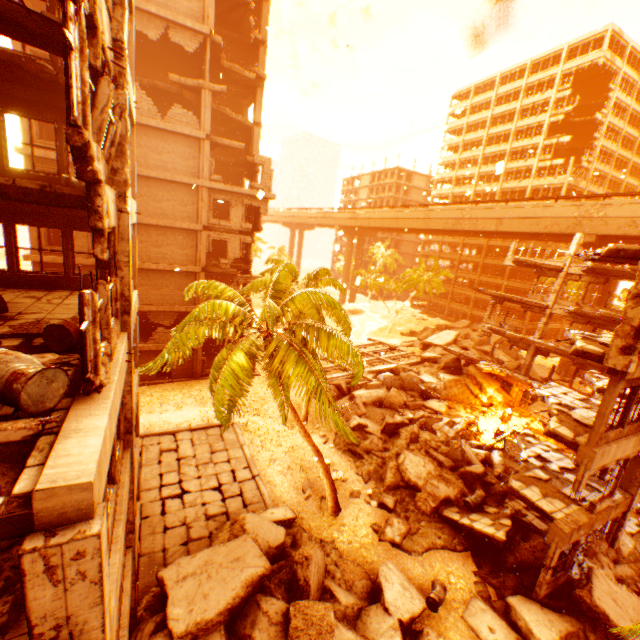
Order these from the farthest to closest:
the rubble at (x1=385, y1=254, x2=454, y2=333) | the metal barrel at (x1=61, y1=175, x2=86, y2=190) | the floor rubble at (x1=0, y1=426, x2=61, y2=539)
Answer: the rubble at (x1=385, y1=254, x2=454, y2=333) < the metal barrel at (x1=61, y1=175, x2=86, y2=190) < the floor rubble at (x1=0, y1=426, x2=61, y2=539)

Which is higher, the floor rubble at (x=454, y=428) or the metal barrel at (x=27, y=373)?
the metal barrel at (x=27, y=373)

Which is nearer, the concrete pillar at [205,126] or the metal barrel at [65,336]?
the metal barrel at [65,336]

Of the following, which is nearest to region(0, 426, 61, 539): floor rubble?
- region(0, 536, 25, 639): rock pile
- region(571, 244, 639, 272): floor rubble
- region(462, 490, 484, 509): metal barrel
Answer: region(0, 536, 25, 639): rock pile

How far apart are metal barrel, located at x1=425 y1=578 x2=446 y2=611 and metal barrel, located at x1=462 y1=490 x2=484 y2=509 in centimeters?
395cm

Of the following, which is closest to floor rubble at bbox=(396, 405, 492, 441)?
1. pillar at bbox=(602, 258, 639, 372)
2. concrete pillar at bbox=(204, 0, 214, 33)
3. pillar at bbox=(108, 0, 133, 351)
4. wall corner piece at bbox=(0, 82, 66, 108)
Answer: pillar at bbox=(602, 258, 639, 372)

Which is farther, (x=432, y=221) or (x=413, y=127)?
(x=432, y=221)

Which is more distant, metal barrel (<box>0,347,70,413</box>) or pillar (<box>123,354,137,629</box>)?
pillar (<box>123,354,137,629</box>)
